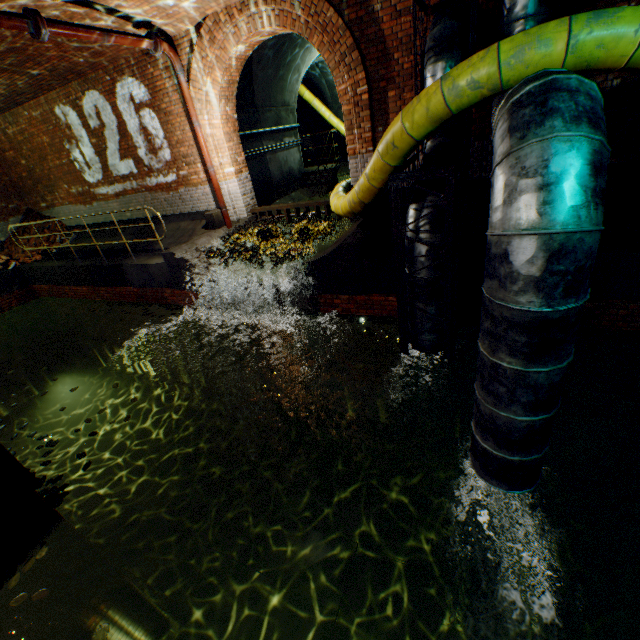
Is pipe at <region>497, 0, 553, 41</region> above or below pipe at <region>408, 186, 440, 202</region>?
above

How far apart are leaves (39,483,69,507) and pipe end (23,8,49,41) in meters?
6.3

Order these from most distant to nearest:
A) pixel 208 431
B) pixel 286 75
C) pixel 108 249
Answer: pixel 286 75
pixel 108 249
pixel 208 431

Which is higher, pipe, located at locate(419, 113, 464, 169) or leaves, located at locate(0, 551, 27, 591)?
pipe, located at locate(419, 113, 464, 169)

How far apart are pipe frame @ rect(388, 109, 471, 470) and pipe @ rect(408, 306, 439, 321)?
0.0m

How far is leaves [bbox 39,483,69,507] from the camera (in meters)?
3.89

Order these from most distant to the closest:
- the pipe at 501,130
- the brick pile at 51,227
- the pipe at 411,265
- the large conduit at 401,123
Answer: the brick pile at 51,227 → the pipe at 411,265 → the large conduit at 401,123 → the pipe at 501,130

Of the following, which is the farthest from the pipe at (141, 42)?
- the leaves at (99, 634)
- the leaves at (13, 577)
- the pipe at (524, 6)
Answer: the leaves at (99, 634)
